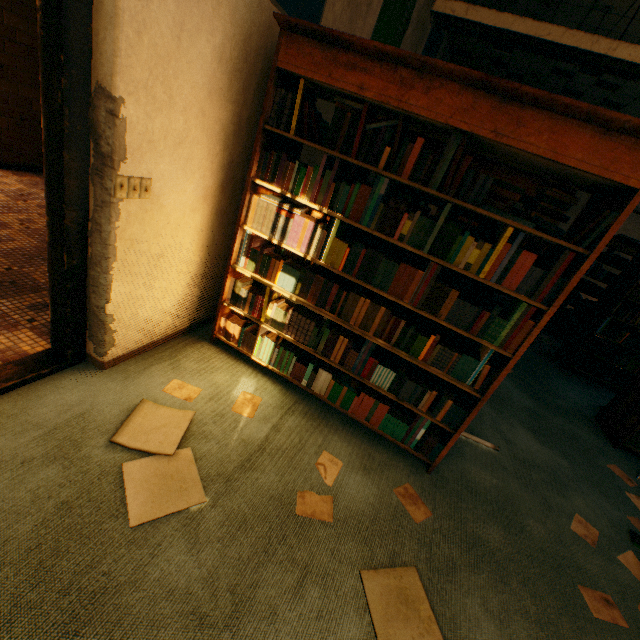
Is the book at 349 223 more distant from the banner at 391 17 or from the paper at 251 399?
the banner at 391 17

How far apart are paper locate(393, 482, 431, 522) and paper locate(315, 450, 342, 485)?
0.4 meters

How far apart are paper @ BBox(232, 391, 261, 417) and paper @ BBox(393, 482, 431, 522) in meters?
1.1 m

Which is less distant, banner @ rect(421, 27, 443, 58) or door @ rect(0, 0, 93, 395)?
door @ rect(0, 0, 93, 395)

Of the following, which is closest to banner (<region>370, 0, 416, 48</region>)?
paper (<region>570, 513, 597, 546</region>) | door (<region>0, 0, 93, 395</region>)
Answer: door (<region>0, 0, 93, 395</region>)

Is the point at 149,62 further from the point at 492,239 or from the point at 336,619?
the point at 336,619

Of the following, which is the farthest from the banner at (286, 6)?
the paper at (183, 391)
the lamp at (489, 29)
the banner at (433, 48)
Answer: the banner at (433, 48)

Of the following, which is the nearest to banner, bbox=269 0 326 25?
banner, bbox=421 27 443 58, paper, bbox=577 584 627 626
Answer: banner, bbox=421 27 443 58
